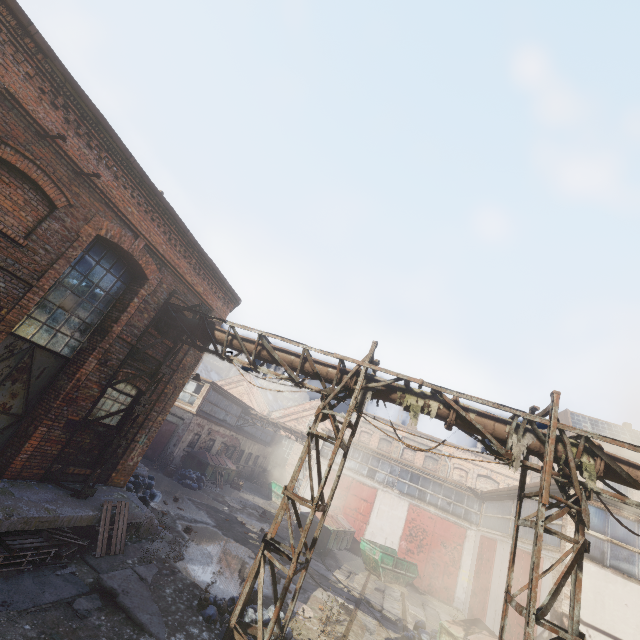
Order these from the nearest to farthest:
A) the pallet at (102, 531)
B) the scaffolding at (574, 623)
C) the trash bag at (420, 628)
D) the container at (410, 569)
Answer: the scaffolding at (574, 623)
the pallet at (102, 531)
the trash bag at (420, 628)
the container at (410, 569)

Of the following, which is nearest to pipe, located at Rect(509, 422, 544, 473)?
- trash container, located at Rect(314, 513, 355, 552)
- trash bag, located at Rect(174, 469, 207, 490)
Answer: A: trash bag, located at Rect(174, 469, 207, 490)

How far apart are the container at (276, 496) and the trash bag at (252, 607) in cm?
2012

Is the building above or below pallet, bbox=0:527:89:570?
above

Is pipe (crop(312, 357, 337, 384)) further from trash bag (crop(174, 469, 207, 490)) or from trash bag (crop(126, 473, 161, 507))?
trash bag (crop(174, 469, 207, 490))

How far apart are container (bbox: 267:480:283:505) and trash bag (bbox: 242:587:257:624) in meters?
20.1 m

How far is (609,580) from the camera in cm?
940

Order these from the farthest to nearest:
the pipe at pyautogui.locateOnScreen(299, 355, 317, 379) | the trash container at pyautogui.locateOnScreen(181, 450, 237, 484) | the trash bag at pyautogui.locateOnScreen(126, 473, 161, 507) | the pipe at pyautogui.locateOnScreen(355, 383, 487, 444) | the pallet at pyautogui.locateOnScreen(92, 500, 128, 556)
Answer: the trash container at pyautogui.locateOnScreen(181, 450, 237, 484) < the trash bag at pyautogui.locateOnScreen(126, 473, 161, 507) < the pipe at pyautogui.locateOnScreen(299, 355, 317, 379) < the pallet at pyautogui.locateOnScreen(92, 500, 128, 556) < the pipe at pyautogui.locateOnScreen(355, 383, 487, 444)
